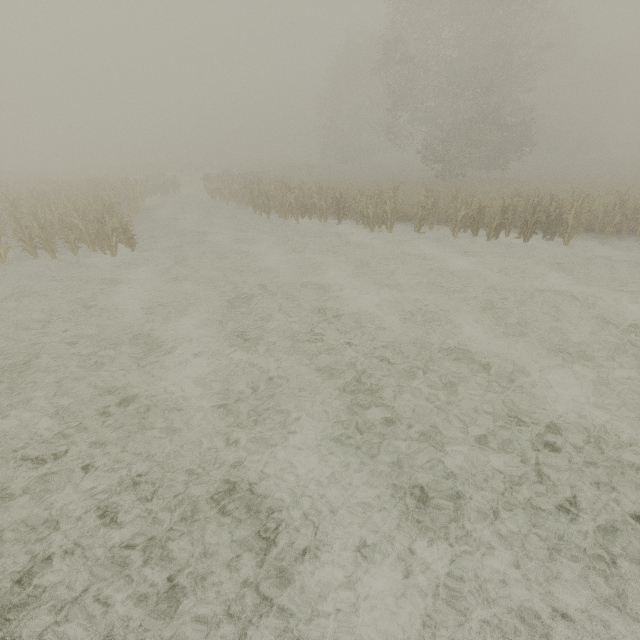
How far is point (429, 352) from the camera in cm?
726
